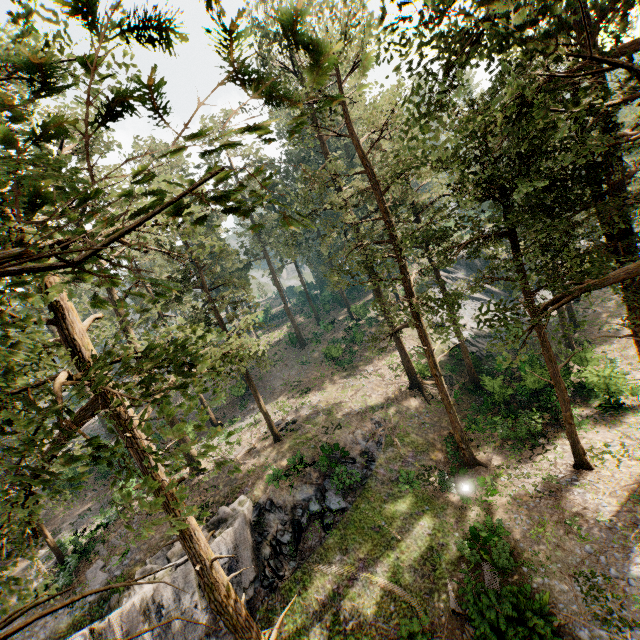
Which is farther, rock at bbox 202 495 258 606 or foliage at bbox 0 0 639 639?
rock at bbox 202 495 258 606

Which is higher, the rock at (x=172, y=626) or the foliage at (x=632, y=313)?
the foliage at (x=632, y=313)

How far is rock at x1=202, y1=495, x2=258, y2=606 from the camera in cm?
1777

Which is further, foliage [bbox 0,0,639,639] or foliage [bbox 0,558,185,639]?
foliage [bbox 0,558,185,639]

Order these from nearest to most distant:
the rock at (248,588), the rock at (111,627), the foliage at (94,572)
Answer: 1. the foliage at (94,572)
2. the rock at (111,627)
3. the rock at (248,588)

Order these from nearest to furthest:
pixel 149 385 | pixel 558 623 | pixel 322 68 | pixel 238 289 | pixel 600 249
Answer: pixel 322 68
pixel 149 385
pixel 558 623
pixel 600 249
pixel 238 289
